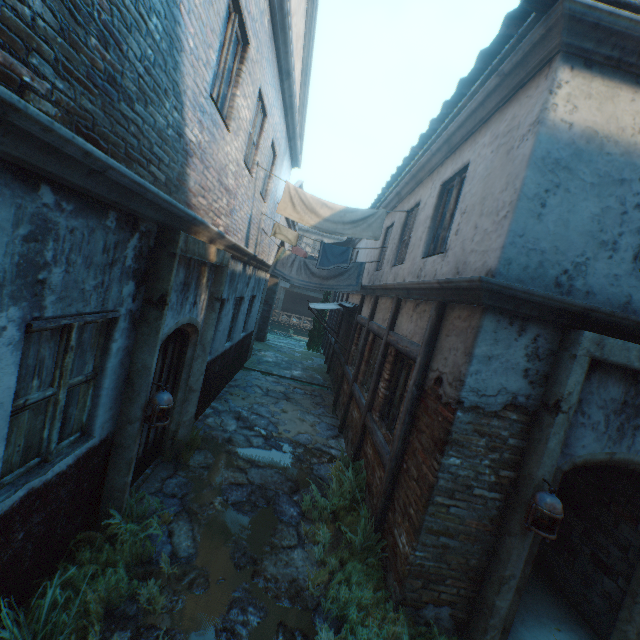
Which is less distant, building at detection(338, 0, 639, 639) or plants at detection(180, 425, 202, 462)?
building at detection(338, 0, 639, 639)

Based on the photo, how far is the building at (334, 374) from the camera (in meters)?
11.43

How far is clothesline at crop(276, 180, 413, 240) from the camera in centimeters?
702cm

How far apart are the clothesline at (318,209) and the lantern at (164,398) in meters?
4.6 m

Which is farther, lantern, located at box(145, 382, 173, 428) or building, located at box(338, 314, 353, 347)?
building, located at box(338, 314, 353, 347)

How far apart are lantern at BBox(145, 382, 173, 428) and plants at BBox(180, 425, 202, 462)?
1.9 meters

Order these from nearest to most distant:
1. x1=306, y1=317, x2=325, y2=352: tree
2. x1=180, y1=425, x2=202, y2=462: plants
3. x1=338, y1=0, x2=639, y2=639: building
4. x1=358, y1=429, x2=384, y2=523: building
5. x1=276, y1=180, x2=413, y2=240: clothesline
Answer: x1=338, y1=0, x2=639, y2=639: building → x1=358, y1=429, x2=384, y2=523: building → x1=180, y1=425, x2=202, y2=462: plants → x1=276, y1=180, x2=413, y2=240: clothesline → x1=306, y1=317, x2=325, y2=352: tree

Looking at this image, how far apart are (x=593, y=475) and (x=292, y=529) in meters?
4.4
